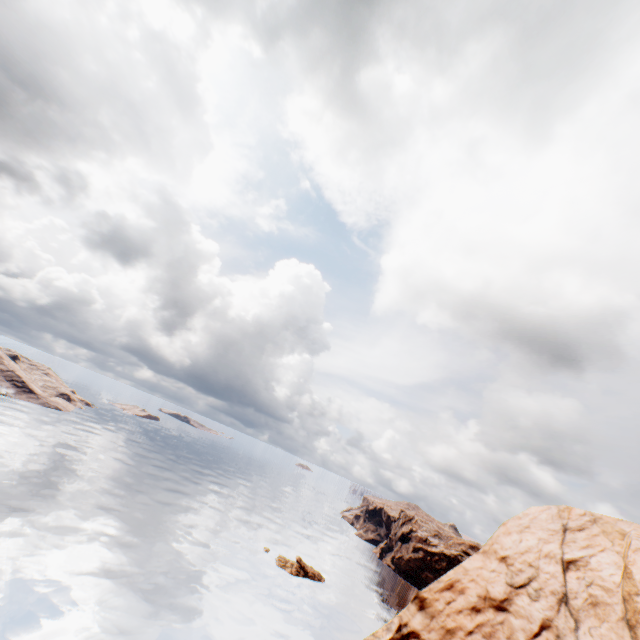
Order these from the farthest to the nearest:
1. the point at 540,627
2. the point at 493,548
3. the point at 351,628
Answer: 1. the point at 351,628
2. the point at 493,548
3. the point at 540,627
